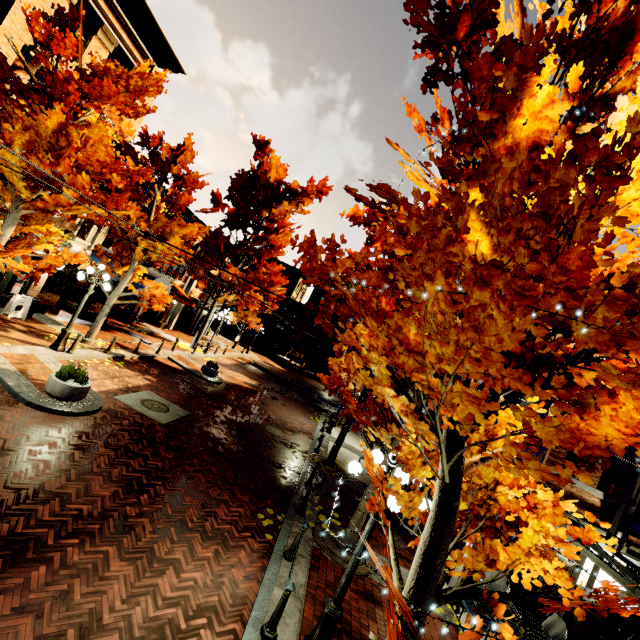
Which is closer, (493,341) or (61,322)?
(493,341)

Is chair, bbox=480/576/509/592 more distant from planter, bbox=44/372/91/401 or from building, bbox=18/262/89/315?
planter, bbox=44/372/91/401

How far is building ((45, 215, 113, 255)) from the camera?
14.5 meters

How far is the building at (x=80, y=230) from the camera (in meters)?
14.48

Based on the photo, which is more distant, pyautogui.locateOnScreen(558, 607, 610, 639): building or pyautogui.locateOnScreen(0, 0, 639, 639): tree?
pyautogui.locateOnScreen(558, 607, 610, 639): building

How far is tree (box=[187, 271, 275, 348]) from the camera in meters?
24.3 m

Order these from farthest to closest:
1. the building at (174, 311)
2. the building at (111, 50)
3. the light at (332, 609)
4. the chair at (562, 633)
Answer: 1. the building at (174, 311)
2. the building at (111, 50)
3. the chair at (562, 633)
4. the light at (332, 609)

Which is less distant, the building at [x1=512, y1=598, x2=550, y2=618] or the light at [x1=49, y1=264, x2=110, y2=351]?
the building at [x1=512, y1=598, x2=550, y2=618]
